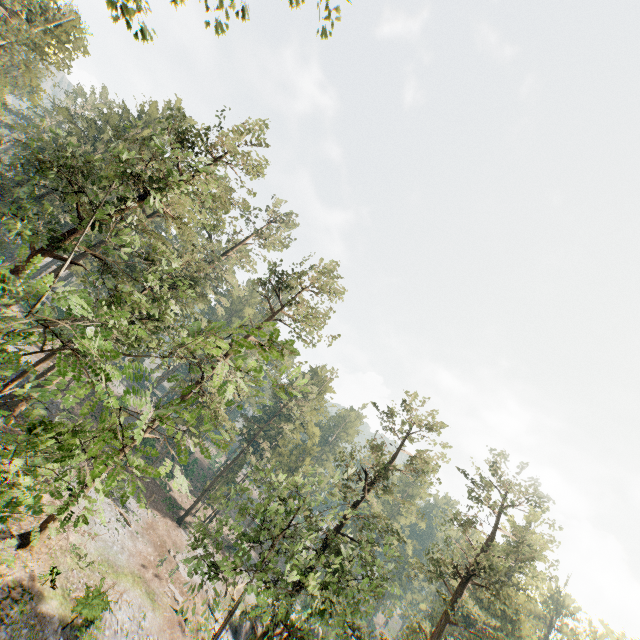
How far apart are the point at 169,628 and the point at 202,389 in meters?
18.7 m

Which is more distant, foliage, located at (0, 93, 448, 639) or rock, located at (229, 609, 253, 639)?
rock, located at (229, 609, 253, 639)

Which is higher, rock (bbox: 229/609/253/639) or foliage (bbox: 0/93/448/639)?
foliage (bbox: 0/93/448/639)

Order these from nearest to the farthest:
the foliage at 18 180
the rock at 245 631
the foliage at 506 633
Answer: the foliage at 18 180 < the foliage at 506 633 < the rock at 245 631

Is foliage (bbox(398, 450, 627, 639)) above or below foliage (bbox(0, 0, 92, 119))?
below

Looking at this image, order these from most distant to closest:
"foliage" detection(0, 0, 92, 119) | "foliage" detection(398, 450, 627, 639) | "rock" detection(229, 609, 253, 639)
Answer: "rock" detection(229, 609, 253, 639), "foliage" detection(0, 0, 92, 119), "foliage" detection(398, 450, 627, 639)

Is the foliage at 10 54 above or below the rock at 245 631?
above

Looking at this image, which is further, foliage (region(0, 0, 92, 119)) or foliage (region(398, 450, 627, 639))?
foliage (region(0, 0, 92, 119))
